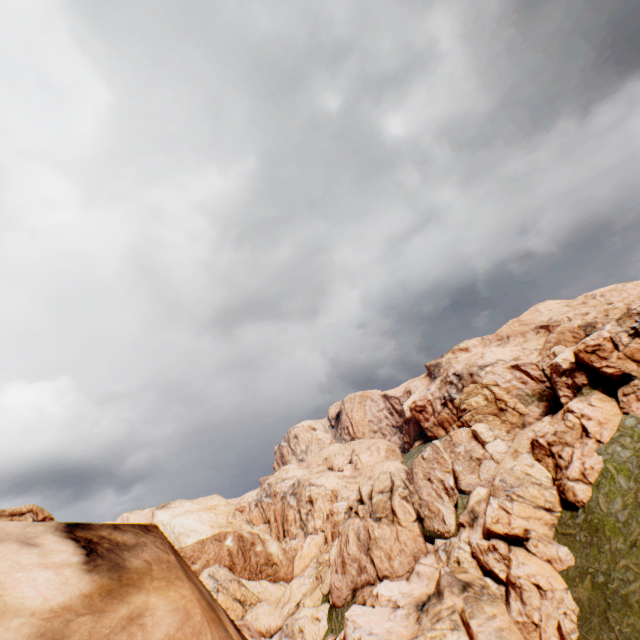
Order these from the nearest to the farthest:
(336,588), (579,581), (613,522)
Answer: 1. (579,581)
2. (613,522)
3. (336,588)
